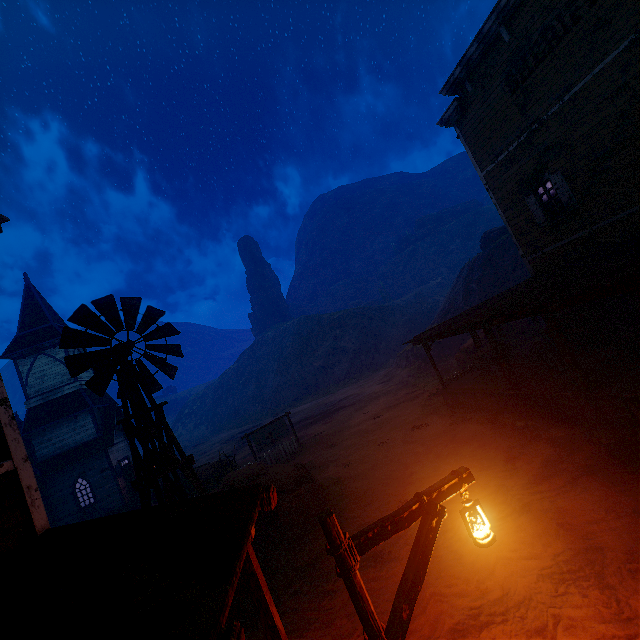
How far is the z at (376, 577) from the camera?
6.16m

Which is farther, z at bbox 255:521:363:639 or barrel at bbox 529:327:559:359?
barrel at bbox 529:327:559:359

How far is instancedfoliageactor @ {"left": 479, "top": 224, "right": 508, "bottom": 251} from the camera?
35.00m

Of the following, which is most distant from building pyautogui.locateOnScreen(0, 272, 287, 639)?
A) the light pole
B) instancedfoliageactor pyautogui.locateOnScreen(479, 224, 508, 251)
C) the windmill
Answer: instancedfoliageactor pyautogui.locateOnScreen(479, 224, 508, 251)

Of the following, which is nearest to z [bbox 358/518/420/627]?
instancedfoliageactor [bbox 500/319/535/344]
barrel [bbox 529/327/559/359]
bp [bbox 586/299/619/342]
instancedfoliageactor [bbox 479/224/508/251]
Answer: instancedfoliageactor [bbox 500/319/535/344]

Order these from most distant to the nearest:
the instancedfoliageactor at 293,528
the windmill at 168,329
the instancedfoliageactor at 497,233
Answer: the instancedfoliageactor at 497,233, the instancedfoliageactor at 293,528, the windmill at 168,329

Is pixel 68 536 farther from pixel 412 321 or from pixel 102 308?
pixel 412 321

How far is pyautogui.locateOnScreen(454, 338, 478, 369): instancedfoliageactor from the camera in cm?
2061
